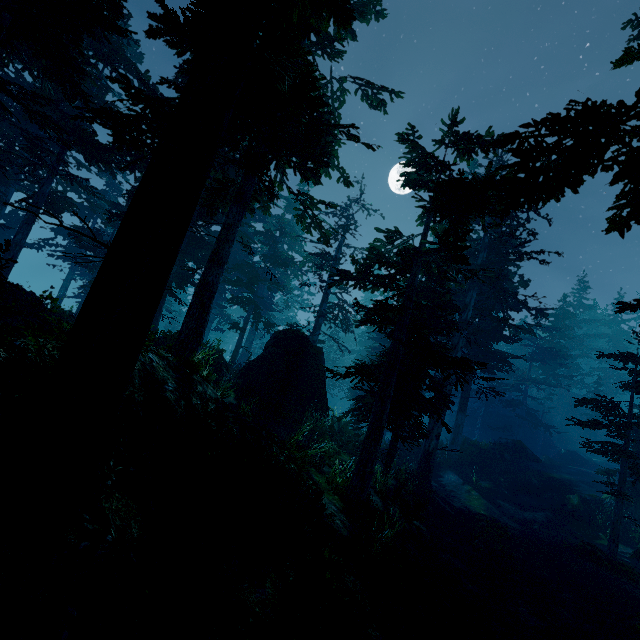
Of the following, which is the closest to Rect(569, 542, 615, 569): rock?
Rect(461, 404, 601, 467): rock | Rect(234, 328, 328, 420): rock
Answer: Rect(461, 404, 601, 467): rock

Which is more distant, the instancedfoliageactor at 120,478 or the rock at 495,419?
the rock at 495,419

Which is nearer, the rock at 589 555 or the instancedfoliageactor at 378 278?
the instancedfoliageactor at 378 278

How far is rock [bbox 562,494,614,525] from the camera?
19.44m

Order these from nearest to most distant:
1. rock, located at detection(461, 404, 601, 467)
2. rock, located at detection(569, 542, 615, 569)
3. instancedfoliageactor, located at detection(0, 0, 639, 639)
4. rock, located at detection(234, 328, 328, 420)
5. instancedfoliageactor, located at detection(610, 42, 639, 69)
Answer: instancedfoliageactor, located at detection(0, 0, 639, 639) < instancedfoliageactor, located at detection(610, 42, 639, 69) < rock, located at detection(569, 542, 615, 569) < rock, located at detection(234, 328, 328, 420) < rock, located at detection(461, 404, 601, 467)

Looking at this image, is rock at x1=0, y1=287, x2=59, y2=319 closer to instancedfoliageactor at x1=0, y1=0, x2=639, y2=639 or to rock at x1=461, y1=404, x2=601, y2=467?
instancedfoliageactor at x1=0, y1=0, x2=639, y2=639

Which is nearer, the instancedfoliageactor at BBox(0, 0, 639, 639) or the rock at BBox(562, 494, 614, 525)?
the instancedfoliageactor at BBox(0, 0, 639, 639)

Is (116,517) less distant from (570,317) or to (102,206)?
(102,206)
